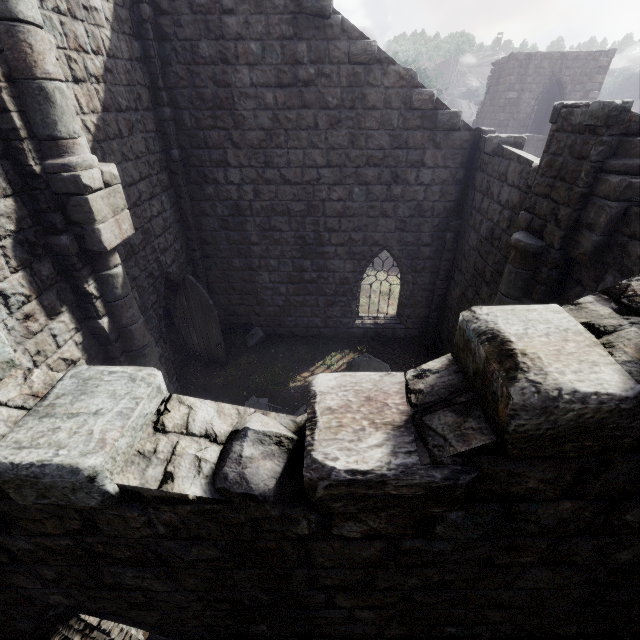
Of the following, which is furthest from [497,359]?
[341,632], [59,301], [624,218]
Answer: [59,301]

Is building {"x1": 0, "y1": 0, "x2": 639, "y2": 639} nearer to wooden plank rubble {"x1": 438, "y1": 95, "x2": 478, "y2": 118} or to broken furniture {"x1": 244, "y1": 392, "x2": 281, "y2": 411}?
wooden plank rubble {"x1": 438, "y1": 95, "x2": 478, "y2": 118}

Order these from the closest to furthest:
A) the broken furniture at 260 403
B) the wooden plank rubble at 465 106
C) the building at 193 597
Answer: the building at 193 597 < the broken furniture at 260 403 < the wooden plank rubble at 465 106

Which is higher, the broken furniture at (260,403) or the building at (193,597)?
the building at (193,597)

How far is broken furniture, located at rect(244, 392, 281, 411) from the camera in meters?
9.0 m

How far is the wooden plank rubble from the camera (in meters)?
46.53

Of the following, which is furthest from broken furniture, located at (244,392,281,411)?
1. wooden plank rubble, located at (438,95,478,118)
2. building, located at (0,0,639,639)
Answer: wooden plank rubble, located at (438,95,478,118)
